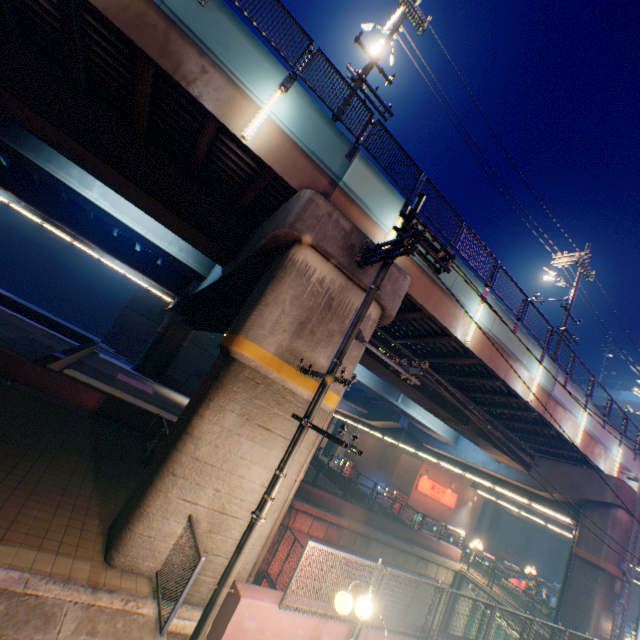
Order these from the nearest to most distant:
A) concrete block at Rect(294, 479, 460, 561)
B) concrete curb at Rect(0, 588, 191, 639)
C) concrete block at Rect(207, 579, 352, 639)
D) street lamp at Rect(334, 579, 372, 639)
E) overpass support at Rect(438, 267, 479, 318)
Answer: concrete curb at Rect(0, 588, 191, 639) → street lamp at Rect(334, 579, 372, 639) → concrete block at Rect(207, 579, 352, 639) → overpass support at Rect(438, 267, 479, 318) → concrete block at Rect(294, 479, 460, 561)

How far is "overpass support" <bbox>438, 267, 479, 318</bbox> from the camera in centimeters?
1168cm

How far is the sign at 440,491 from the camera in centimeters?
3347cm

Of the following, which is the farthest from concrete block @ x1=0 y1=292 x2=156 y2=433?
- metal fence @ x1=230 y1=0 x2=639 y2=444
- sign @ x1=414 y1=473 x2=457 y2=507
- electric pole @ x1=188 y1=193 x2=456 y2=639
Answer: metal fence @ x1=230 y1=0 x2=639 y2=444

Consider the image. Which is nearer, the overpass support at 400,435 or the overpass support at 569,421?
the overpass support at 569,421

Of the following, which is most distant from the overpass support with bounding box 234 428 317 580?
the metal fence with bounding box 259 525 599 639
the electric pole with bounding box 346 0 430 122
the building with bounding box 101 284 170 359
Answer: the building with bounding box 101 284 170 359

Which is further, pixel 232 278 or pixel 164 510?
pixel 232 278
